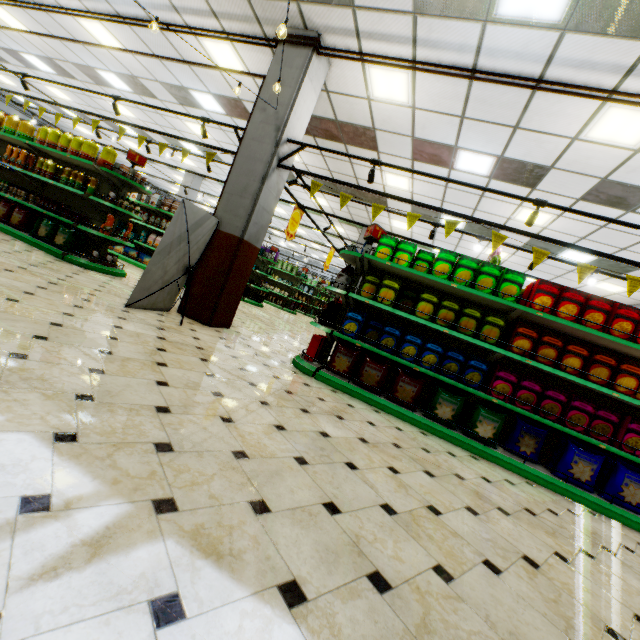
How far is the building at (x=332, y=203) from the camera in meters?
11.4 m

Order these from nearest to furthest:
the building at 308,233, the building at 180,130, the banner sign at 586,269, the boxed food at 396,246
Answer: the banner sign at 586,269, the boxed food at 396,246, the building at 180,130, the building at 308,233

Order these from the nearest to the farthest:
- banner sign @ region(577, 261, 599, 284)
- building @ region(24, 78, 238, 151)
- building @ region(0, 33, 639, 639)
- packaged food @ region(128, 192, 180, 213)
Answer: building @ region(0, 33, 639, 639) → banner sign @ region(577, 261, 599, 284) → packaged food @ region(128, 192, 180, 213) → building @ region(24, 78, 238, 151)

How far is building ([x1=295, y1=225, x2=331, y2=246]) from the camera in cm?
1958

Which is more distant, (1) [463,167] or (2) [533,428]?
(1) [463,167]

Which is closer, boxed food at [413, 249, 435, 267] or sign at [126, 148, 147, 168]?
boxed food at [413, 249, 435, 267]

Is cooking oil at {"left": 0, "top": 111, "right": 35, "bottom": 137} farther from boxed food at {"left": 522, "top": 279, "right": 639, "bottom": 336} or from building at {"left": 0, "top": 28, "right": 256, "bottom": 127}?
boxed food at {"left": 522, "top": 279, "right": 639, "bottom": 336}

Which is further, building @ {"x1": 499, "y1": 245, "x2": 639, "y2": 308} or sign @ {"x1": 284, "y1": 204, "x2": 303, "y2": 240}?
building @ {"x1": 499, "y1": 245, "x2": 639, "y2": 308}
